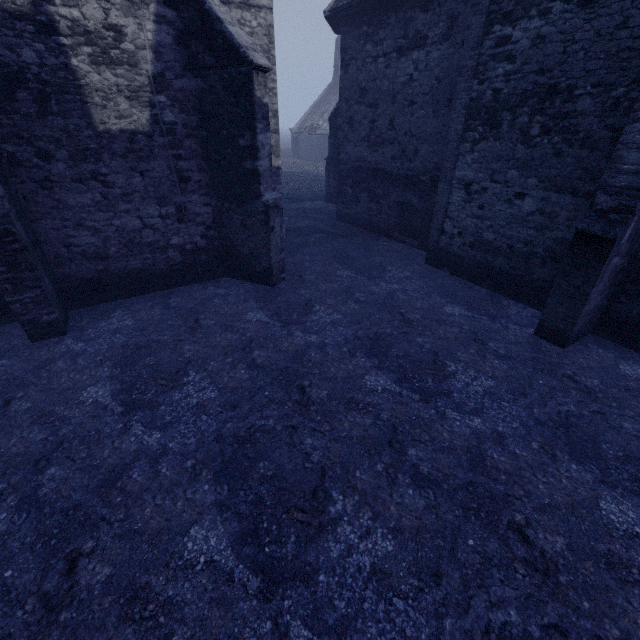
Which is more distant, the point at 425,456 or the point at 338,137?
the point at 338,137
